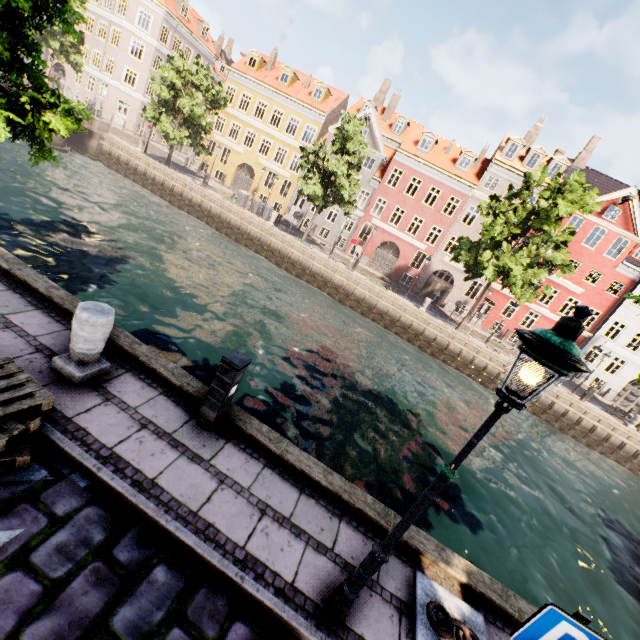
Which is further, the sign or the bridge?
the bridge

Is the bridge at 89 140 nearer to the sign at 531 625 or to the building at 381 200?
the building at 381 200

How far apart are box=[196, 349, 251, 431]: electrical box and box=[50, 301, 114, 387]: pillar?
1.6 meters

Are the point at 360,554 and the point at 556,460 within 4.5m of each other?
no

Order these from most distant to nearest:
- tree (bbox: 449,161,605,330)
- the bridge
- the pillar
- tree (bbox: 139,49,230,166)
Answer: the bridge
tree (bbox: 139,49,230,166)
tree (bbox: 449,161,605,330)
the pillar

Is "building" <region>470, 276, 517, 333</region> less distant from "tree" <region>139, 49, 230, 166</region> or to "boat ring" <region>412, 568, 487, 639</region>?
"tree" <region>139, 49, 230, 166</region>

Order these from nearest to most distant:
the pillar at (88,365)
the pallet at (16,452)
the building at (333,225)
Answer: the pallet at (16,452), the pillar at (88,365), the building at (333,225)

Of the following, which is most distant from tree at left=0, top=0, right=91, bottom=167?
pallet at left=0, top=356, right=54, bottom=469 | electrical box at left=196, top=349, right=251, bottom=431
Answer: electrical box at left=196, top=349, right=251, bottom=431
